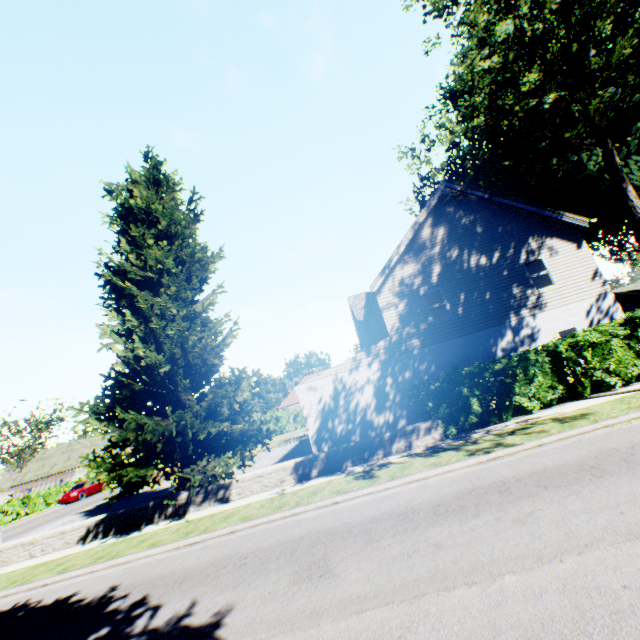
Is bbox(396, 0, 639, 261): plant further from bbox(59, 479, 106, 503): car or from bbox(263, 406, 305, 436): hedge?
bbox(59, 479, 106, 503): car

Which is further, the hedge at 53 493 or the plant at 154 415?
the hedge at 53 493

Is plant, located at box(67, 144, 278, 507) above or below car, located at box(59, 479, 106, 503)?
above

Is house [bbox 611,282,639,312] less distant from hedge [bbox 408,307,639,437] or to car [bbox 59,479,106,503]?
hedge [bbox 408,307,639,437]

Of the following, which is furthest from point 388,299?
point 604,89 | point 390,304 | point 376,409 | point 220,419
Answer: point 604,89

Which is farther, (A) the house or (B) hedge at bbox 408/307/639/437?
(A) the house

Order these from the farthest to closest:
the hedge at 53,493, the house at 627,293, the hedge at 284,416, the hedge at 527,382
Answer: the house at 627,293
the hedge at 284,416
the hedge at 53,493
the hedge at 527,382

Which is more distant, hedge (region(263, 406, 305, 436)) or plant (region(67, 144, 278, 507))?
hedge (region(263, 406, 305, 436))
